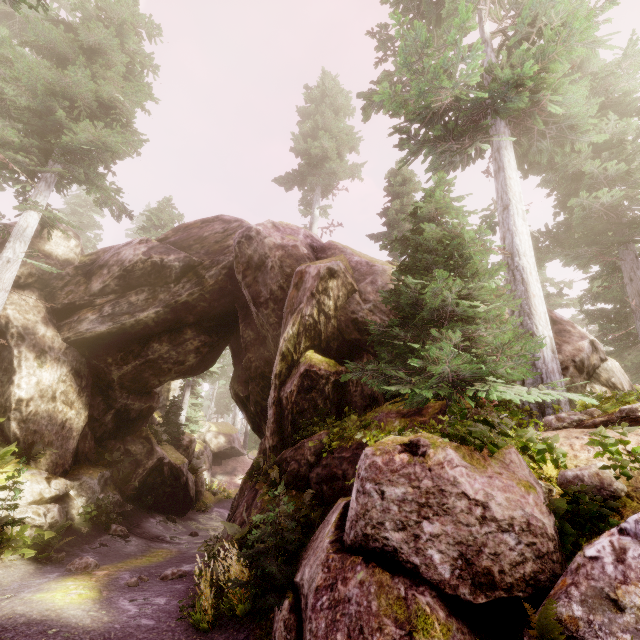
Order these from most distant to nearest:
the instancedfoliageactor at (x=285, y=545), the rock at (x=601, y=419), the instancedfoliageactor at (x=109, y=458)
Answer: the instancedfoliageactor at (x=109, y=458) → the rock at (x=601, y=419) → the instancedfoliageactor at (x=285, y=545)

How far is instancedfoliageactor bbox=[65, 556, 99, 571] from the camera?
8.76m

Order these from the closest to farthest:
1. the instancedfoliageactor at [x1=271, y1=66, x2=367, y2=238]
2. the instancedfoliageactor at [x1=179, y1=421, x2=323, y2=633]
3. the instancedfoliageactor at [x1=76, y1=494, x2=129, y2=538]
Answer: the instancedfoliageactor at [x1=179, y1=421, x2=323, y2=633] < the instancedfoliageactor at [x1=76, y1=494, x2=129, y2=538] < the instancedfoliageactor at [x1=271, y1=66, x2=367, y2=238]

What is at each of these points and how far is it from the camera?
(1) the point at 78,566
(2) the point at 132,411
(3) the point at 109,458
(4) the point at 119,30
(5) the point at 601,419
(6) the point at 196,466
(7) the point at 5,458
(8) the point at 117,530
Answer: (1) instancedfoliageactor, 8.81m
(2) rock, 17.05m
(3) instancedfoliageactor, 15.24m
(4) instancedfoliageactor, 14.95m
(5) rock, 6.24m
(6) instancedfoliageactor, 22.36m
(7) instancedfoliageactor, 10.20m
(8) instancedfoliageactor, 12.88m

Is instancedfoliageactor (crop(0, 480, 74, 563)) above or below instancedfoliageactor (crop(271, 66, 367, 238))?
below

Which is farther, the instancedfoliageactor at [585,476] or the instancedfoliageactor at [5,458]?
the instancedfoliageactor at [5,458]

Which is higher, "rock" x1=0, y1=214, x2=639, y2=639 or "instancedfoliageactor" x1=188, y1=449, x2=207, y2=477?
"rock" x1=0, y1=214, x2=639, y2=639
